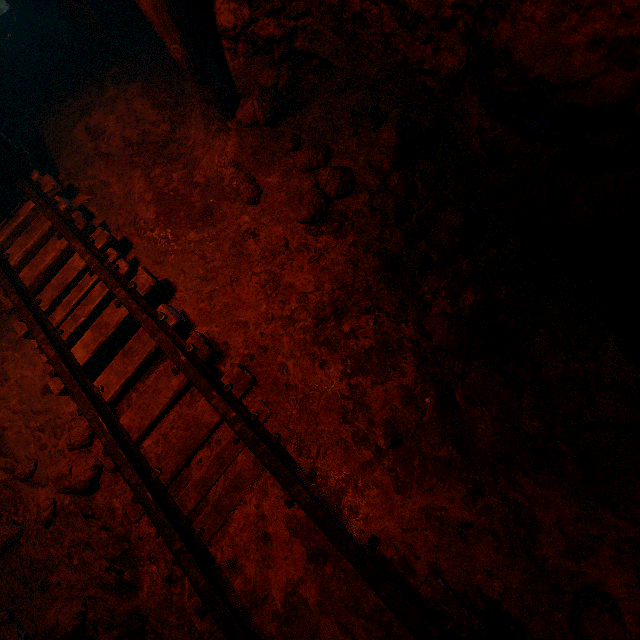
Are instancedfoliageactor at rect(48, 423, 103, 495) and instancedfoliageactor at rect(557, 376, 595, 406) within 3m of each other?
→ yes

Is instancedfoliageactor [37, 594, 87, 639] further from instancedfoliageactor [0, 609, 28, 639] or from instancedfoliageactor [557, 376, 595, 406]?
Answer: instancedfoliageactor [557, 376, 595, 406]

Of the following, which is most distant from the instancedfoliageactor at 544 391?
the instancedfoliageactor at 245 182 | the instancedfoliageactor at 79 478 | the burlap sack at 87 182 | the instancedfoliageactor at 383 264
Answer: the instancedfoliageactor at 79 478

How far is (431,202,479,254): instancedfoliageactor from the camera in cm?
210

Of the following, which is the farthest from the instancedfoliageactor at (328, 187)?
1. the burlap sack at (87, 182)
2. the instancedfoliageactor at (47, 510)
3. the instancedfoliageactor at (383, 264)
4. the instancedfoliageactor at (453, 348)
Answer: the instancedfoliageactor at (47, 510)

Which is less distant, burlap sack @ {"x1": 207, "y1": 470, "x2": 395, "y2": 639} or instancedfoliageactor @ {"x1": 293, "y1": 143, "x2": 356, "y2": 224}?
burlap sack @ {"x1": 207, "y1": 470, "x2": 395, "y2": 639}

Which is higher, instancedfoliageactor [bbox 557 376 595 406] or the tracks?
the tracks

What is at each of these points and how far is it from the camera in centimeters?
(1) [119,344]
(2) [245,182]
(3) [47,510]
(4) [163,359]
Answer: (1) burlap sack, 276cm
(2) instancedfoliageactor, 272cm
(3) instancedfoliageactor, 232cm
(4) burlap sack, 250cm
